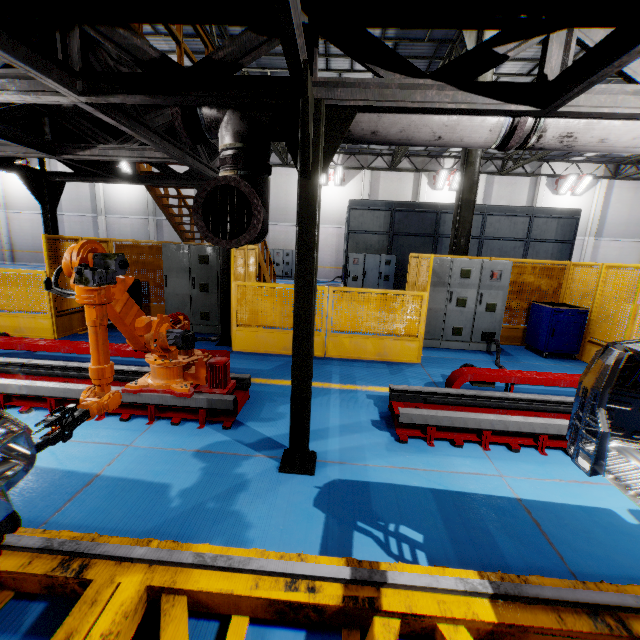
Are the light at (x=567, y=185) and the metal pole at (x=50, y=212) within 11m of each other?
no

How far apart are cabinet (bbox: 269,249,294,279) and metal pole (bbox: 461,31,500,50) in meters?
15.2

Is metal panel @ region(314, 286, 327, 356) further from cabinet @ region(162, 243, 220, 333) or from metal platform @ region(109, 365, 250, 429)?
metal platform @ region(109, 365, 250, 429)

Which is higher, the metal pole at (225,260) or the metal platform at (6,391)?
the metal pole at (225,260)

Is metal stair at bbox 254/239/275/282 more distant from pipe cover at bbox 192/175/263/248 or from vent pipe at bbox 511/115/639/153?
pipe cover at bbox 192/175/263/248

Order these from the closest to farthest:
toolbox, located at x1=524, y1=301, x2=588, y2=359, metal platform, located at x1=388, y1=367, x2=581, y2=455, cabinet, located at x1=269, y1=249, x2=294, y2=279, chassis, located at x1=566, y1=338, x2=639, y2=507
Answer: chassis, located at x1=566, y1=338, x2=639, y2=507, metal platform, located at x1=388, y1=367, x2=581, y2=455, toolbox, located at x1=524, y1=301, x2=588, y2=359, cabinet, located at x1=269, y1=249, x2=294, y2=279

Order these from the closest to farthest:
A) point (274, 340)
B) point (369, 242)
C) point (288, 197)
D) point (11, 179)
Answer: point (274, 340) → point (369, 242) → point (288, 197) → point (11, 179)

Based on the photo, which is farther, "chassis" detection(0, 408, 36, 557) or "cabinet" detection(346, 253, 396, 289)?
"cabinet" detection(346, 253, 396, 289)
